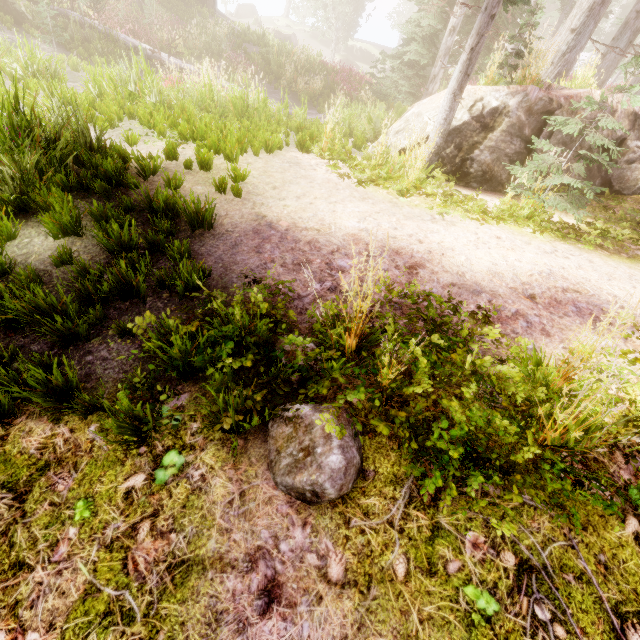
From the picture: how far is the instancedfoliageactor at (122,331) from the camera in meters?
2.6 m

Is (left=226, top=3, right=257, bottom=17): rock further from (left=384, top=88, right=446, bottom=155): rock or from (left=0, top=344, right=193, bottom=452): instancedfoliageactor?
(left=384, top=88, right=446, bottom=155): rock

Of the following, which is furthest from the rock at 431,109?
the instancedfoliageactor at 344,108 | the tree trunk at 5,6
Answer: the tree trunk at 5,6

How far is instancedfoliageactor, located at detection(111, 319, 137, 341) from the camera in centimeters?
257cm

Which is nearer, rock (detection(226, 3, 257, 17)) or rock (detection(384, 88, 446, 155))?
rock (detection(384, 88, 446, 155))

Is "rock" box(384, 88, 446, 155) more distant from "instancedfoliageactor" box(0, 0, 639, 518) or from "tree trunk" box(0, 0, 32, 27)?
"tree trunk" box(0, 0, 32, 27)

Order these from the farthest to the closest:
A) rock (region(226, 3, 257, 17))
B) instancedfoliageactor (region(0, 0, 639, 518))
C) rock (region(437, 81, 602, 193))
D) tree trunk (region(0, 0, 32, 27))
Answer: rock (region(226, 3, 257, 17)), tree trunk (region(0, 0, 32, 27)), rock (region(437, 81, 602, 193)), instancedfoliageactor (region(0, 0, 639, 518))

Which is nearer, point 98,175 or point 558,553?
point 558,553
